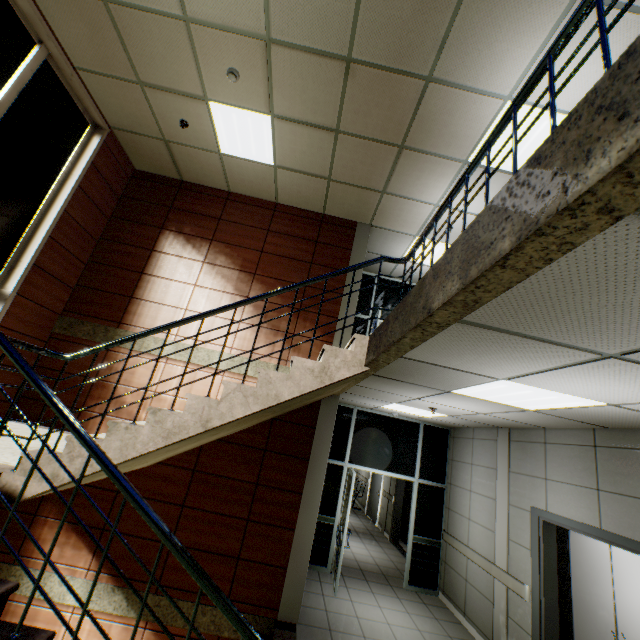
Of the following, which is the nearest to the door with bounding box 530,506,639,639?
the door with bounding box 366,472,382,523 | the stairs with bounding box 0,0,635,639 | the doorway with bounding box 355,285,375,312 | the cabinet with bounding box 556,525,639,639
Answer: the cabinet with bounding box 556,525,639,639

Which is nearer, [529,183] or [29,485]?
[529,183]

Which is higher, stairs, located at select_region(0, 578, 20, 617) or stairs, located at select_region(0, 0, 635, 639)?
stairs, located at select_region(0, 0, 635, 639)

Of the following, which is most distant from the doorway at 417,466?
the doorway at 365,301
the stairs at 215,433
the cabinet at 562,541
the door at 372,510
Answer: the door at 372,510

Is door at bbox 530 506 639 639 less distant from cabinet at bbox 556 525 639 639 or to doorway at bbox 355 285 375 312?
cabinet at bbox 556 525 639 639

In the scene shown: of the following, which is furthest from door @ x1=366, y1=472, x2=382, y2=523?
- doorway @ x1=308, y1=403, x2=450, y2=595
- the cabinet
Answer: the cabinet

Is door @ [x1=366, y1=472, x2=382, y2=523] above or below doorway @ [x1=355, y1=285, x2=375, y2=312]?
below
